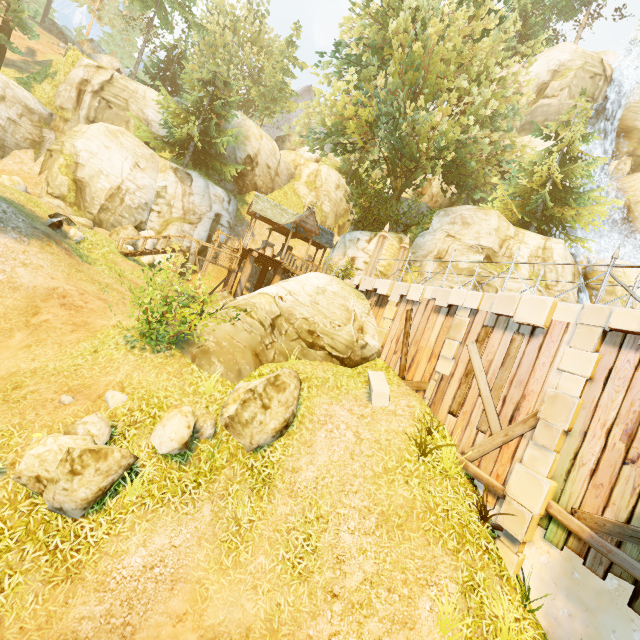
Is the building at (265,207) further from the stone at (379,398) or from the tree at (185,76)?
the stone at (379,398)

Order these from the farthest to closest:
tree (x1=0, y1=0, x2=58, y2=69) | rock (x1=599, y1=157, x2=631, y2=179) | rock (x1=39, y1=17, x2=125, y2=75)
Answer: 1. rock (x1=39, y1=17, x2=125, y2=75)
2. rock (x1=599, y1=157, x2=631, y2=179)
3. tree (x1=0, y1=0, x2=58, y2=69)

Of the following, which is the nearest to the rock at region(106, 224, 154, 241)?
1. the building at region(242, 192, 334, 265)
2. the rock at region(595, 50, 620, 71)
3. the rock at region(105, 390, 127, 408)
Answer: the building at region(242, 192, 334, 265)

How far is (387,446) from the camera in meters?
8.4

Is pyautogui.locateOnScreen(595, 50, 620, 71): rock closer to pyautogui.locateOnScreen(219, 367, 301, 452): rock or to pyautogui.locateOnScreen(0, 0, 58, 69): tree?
pyautogui.locateOnScreen(0, 0, 58, 69): tree

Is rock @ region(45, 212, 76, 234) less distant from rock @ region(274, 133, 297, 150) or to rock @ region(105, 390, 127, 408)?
rock @ region(105, 390, 127, 408)

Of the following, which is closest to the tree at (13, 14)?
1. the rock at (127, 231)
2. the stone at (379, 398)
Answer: the rock at (127, 231)

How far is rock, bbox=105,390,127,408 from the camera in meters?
7.5 m
